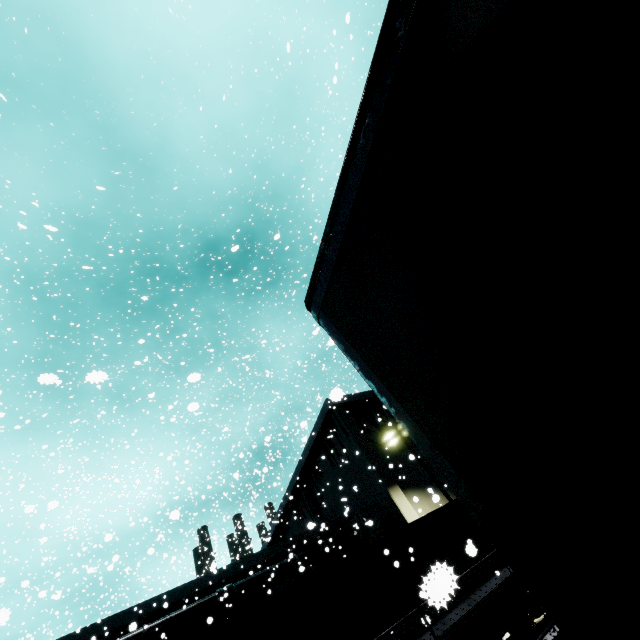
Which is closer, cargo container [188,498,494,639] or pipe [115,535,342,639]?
cargo container [188,498,494,639]

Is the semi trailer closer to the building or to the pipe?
the building

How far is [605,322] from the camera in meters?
1.0 m

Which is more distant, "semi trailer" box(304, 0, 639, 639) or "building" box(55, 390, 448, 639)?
"building" box(55, 390, 448, 639)

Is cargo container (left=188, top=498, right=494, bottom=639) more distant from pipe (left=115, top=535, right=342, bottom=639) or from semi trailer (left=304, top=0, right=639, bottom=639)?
semi trailer (left=304, top=0, right=639, bottom=639)

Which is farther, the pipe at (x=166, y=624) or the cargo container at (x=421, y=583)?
the pipe at (x=166, y=624)

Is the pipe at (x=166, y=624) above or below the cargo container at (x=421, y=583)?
above

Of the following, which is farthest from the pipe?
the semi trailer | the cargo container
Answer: the semi trailer
